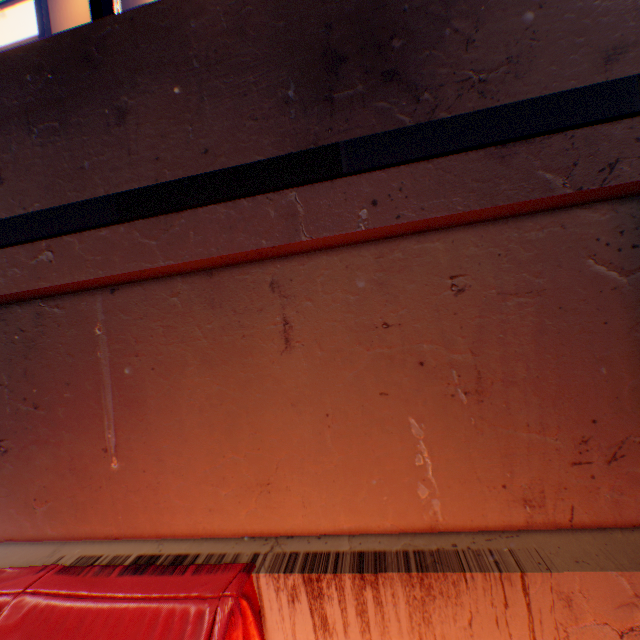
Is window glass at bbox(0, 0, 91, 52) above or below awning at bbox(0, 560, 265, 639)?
above

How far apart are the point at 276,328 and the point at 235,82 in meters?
1.3

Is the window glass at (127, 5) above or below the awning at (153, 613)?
above

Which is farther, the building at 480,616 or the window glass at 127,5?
the window glass at 127,5

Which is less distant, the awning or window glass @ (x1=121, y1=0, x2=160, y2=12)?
the awning

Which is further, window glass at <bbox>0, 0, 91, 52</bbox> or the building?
window glass at <bbox>0, 0, 91, 52</bbox>
